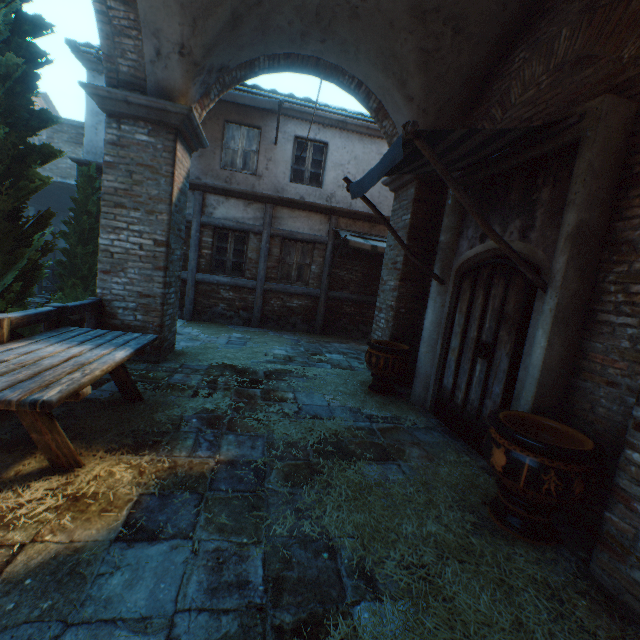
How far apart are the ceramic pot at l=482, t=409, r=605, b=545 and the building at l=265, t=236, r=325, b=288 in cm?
764

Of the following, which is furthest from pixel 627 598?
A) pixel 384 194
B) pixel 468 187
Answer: pixel 384 194

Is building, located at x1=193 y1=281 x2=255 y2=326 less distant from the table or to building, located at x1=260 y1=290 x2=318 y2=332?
building, located at x1=260 y1=290 x2=318 y2=332

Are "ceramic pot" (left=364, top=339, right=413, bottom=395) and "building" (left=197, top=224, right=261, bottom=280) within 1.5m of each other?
no

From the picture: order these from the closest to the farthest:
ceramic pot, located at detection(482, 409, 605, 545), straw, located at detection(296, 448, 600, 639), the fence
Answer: straw, located at detection(296, 448, 600, 639) → ceramic pot, located at detection(482, 409, 605, 545) → the fence

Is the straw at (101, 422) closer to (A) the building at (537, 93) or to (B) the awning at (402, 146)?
(A) the building at (537, 93)

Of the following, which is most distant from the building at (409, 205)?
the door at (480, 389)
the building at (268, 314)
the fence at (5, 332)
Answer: the door at (480, 389)

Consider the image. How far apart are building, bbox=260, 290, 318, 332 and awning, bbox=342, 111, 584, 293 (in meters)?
5.65
